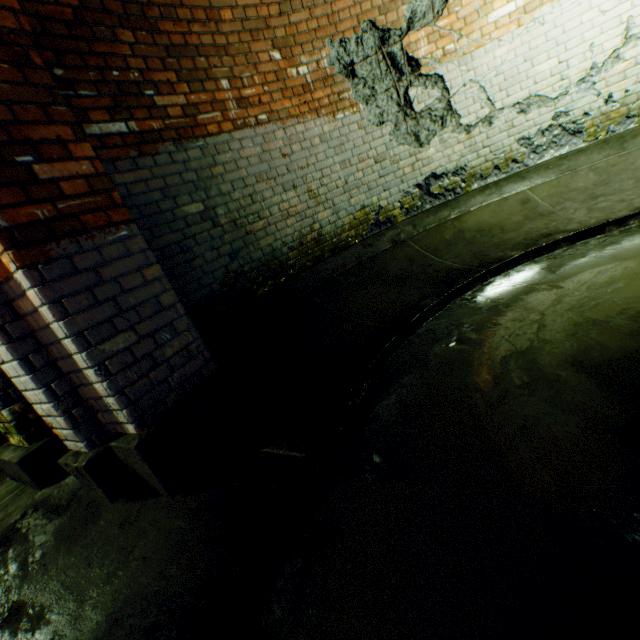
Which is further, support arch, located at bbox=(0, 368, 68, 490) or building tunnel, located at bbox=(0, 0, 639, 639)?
support arch, located at bbox=(0, 368, 68, 490)

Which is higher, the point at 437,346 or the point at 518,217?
the point at 518,217

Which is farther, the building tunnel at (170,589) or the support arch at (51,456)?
the support arch at (51,456)
